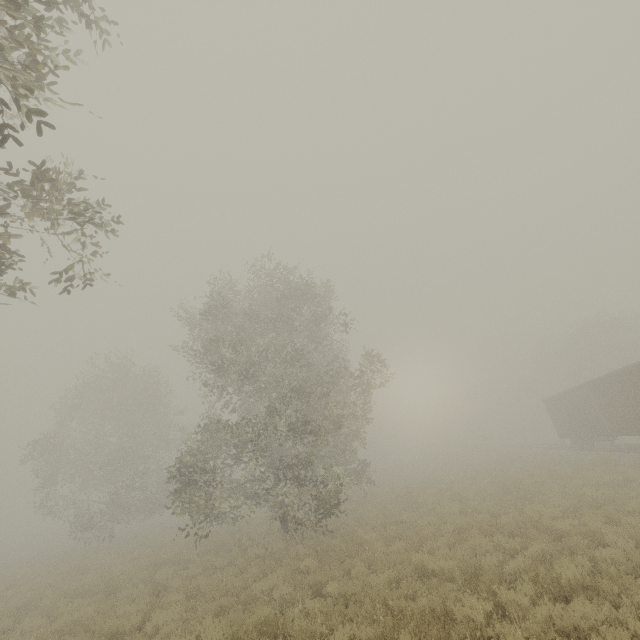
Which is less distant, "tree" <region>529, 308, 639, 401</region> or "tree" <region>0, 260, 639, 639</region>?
"tree" <region>0, 260, 639, 639</region>

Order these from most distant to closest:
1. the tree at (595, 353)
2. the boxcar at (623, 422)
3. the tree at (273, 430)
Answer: the tree at (595, 353), the boxcar at (623, 422), the tree at (273, 430)

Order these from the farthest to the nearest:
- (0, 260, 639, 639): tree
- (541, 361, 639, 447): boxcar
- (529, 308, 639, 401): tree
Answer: (529, 308, 639, 401): tree, (541, 361, 639, 447): boxcar, (0, 260, 639, 639): tree

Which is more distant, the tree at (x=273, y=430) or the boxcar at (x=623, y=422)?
the boxcar at (x=623, y=422)

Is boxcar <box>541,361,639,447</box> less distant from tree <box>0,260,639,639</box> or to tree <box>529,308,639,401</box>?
tree <box>529,308,639,401</box>

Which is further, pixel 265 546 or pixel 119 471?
pixel 119 471

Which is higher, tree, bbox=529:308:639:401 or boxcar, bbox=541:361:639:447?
tree, bbox=529:308:639:401
